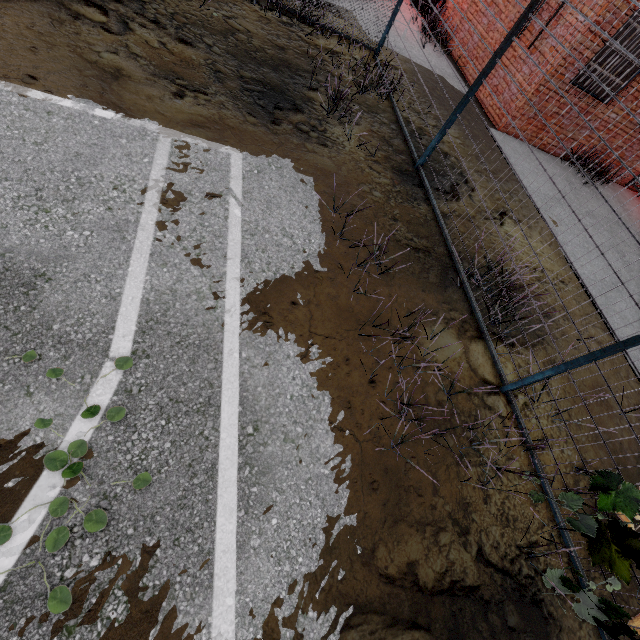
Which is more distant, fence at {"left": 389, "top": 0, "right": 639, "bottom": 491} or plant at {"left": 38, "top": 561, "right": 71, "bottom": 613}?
fence at {"left": 389, "top": 0, "right": 639, "bottom": 491}

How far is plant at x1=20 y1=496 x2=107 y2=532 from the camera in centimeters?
175cm

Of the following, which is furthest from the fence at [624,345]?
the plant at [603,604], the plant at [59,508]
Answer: the plant at [59,508]

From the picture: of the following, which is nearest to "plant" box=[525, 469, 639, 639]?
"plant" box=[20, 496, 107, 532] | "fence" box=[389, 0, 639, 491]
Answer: "fence" box=[389, 0, 639, 491]

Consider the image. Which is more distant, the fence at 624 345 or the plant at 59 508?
the fence at 624 345

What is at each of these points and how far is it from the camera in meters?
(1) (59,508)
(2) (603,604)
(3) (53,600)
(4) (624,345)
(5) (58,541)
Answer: (1) plant, 1.8 m
(2) plant, 2.4 m
(3) plant, 1.6 m
(4) fence, 2.7 m
(5) plant, 1.7 m

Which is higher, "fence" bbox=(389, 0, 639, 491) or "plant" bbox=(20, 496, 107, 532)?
"fence" bbox=(389, 0, 639, 491)
